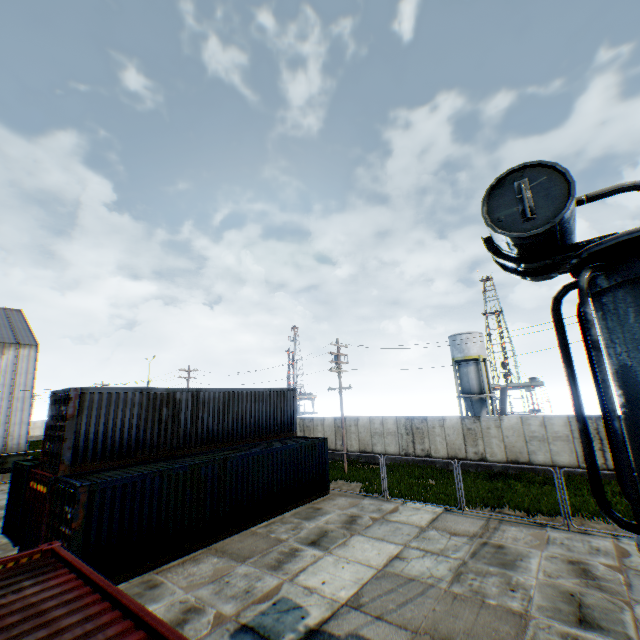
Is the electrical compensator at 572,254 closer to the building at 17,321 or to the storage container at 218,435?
the storage container at 218,435

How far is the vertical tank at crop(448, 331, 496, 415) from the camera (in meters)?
38.44

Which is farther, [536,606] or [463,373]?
[463,373]

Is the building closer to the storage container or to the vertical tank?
the storage container

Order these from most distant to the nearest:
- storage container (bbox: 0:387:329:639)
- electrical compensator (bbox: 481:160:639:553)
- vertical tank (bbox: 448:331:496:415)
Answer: vertical tank (bbox: 448:331:496:415) → storage container (bbox: 0:387:329:639) → electrical compensator (bbox: 481:160:639:553)

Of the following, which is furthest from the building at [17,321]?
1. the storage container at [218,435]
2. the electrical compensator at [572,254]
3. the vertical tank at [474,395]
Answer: the vertical tank at [474,395]

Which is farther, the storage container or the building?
the building

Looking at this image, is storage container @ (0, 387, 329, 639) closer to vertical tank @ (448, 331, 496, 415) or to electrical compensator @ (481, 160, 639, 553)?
electrical compensator @ (481, 160, 639, 553)
